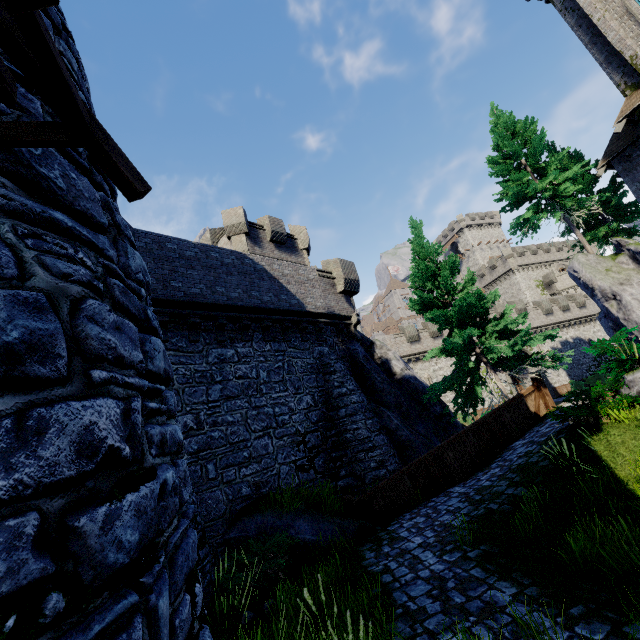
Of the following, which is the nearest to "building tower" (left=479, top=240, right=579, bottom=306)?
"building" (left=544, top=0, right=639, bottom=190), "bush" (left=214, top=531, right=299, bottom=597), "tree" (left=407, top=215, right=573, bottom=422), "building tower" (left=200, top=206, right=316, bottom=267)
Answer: "building" (left=544, top=0, right=639, bottom=190)

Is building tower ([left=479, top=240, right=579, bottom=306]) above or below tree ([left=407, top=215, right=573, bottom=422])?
above

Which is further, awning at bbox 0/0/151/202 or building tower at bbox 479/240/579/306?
building tower at bbox 479/240/579/306

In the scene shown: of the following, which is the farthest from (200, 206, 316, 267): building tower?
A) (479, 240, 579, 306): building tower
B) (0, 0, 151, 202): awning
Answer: (479, 240, 579, 306): building tower

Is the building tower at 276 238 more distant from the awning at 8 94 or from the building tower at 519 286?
the building tower at 519 286

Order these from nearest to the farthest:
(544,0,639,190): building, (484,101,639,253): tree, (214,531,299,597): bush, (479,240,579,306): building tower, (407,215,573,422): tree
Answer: (214,531,299,597): bush
(407,215,573,422): tree
(544,0,639,190): building
(484,101,639,253): tree
(479,240,579,306): building tower

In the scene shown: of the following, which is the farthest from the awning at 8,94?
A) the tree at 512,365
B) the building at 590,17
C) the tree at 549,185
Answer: the tree at 549,185

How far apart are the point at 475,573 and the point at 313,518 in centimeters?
490cm
